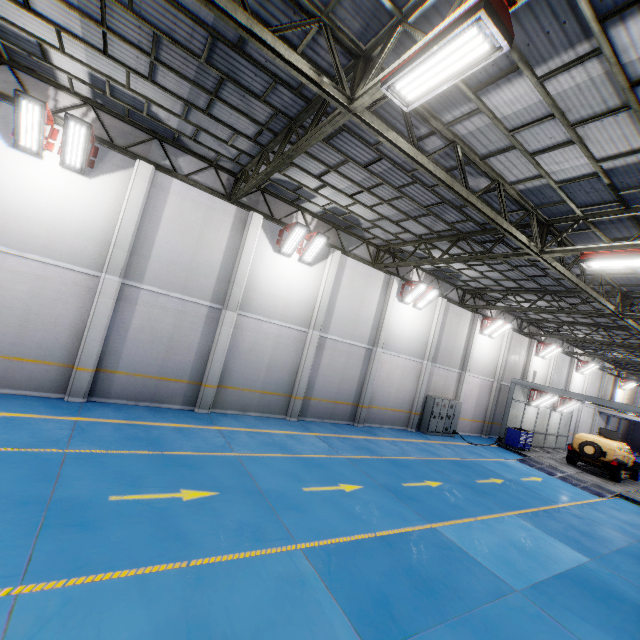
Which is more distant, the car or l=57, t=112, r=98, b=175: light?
the car

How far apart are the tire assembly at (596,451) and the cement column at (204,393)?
20.97m

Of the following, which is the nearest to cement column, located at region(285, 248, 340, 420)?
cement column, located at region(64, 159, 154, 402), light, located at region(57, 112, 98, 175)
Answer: cement column, located at region(64, 159, 154, 402)

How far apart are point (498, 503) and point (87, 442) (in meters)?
12.49

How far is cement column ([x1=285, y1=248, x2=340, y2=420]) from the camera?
14.30m

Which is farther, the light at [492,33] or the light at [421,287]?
the light at [421,287]

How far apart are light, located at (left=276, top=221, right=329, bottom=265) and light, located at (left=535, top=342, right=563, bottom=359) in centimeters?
2264cm

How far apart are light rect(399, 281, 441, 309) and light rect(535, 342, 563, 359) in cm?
1512
